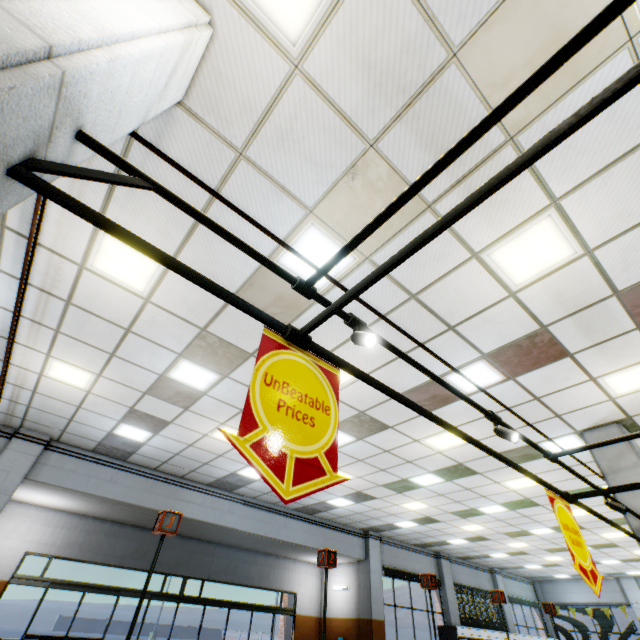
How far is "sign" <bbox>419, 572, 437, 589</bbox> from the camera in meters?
5.2

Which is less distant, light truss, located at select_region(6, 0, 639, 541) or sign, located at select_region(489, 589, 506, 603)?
light truss, located at select_region(6, 0, 639, 541)

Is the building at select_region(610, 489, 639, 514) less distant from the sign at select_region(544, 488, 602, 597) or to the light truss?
the light truss

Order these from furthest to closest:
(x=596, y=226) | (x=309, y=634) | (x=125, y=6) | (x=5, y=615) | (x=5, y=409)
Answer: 1. (x=5, y=615)
2. (x=309, y=634)
3. (x=5, y=409)
4. (x=596, y=226)
5. (x=125, y=6)

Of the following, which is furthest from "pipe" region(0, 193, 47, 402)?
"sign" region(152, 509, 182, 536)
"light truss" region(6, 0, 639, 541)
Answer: "sign" region(152, 509, 182, 536)

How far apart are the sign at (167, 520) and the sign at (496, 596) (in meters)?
6.50

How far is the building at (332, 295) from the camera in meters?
4.2

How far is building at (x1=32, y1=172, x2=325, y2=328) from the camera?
3.5m
